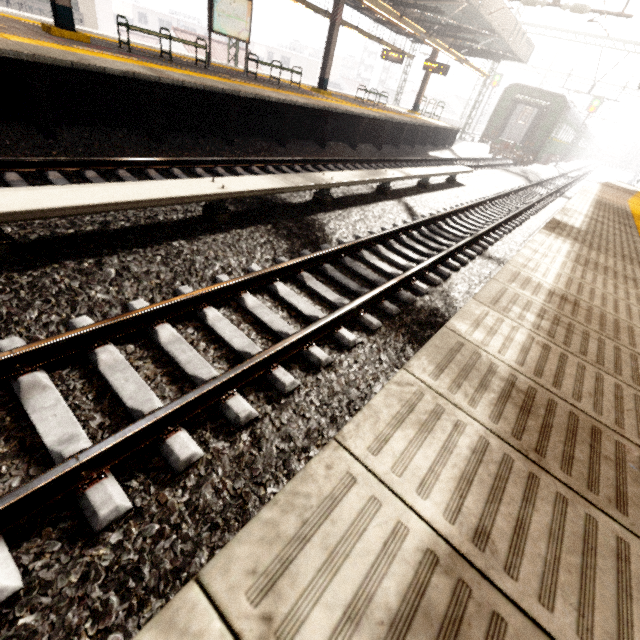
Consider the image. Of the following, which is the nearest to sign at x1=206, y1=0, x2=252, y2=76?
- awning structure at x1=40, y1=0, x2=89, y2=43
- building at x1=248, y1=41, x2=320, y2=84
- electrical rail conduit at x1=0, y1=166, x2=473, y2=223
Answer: awning structure at x1=40, y1=0, x2=89, y2=43

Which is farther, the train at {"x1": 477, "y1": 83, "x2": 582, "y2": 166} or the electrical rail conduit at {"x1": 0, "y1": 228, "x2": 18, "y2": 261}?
the train at {"x1": 477, "y1": 83, "x2": 582, "y2": 166}

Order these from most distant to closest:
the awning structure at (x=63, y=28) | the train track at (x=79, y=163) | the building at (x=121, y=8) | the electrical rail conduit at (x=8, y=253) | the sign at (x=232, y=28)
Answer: the building at (x=121, y=8) < the sign at (x=232, y=28) < the awning structure at (x=63, y=28) < the train track at (x=79, y=163) < the electrical rail conduit at (x=8, y=253)

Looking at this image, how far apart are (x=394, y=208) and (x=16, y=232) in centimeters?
666cm

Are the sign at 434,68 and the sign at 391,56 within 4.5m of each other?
yes

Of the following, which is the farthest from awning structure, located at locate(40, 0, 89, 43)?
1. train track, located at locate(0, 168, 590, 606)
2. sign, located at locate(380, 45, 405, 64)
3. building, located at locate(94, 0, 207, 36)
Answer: building, located at locate(94, 0, 207, 36)

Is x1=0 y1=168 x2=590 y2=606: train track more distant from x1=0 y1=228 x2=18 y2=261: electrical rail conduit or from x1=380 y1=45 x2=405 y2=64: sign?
x1=380 y1=45 x2=405 y2=64: sign

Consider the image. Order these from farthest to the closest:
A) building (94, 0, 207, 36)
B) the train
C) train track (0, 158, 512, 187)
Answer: building (94, 0, 207, 36)
the train
train track (0, 158, 512, 187)
